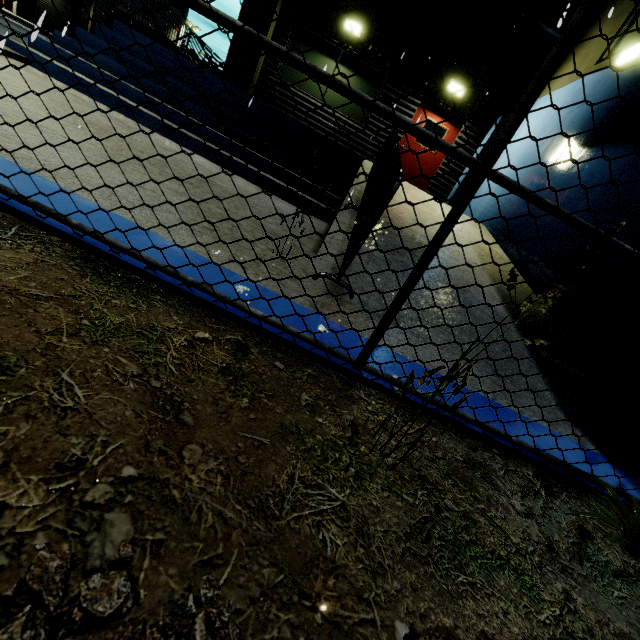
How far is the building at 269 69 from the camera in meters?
9.5

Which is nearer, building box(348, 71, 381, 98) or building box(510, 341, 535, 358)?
building box(510, 341, 535, 358)

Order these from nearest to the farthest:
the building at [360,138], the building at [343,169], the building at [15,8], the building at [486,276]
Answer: the building at [486,276]
the building at [343,169]
the building at [360,138]
the building at [15,8]

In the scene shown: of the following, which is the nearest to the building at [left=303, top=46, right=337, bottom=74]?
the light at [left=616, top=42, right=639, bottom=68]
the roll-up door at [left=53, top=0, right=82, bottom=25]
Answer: the roll-up door at [left=53, top=0, right=82, bottom=25]

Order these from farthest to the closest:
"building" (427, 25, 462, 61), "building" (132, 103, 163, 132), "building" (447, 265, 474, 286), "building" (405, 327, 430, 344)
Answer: "building" (427, 25, 462, 61) → "building" (132, 103, 163, 132) → "building" (447, 265, 474, 286) → "building" (405, 327, 430, 344)

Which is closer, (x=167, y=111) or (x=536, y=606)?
(x=536, y=606)
